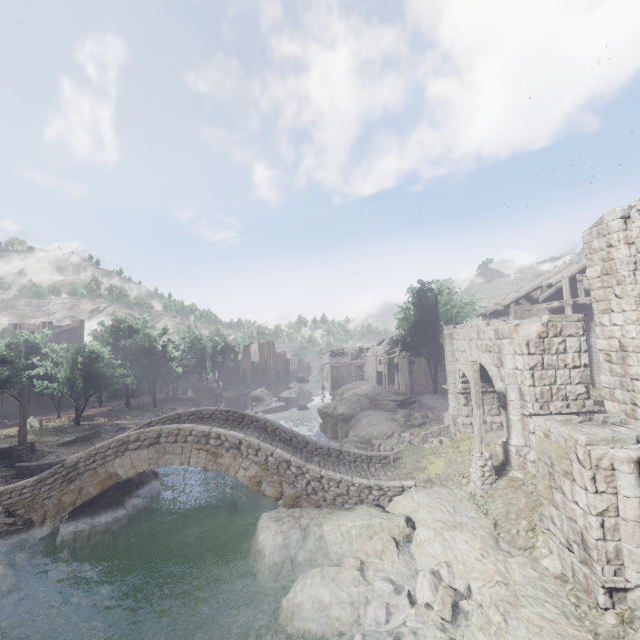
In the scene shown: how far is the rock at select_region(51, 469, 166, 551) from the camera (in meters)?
13.51

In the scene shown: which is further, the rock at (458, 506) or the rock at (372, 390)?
the rock at (372, 390)

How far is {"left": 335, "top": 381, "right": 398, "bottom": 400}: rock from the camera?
34.4m

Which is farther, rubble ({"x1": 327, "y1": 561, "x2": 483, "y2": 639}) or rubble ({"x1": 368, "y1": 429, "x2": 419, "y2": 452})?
rubble ({"x1": 368, "y1": 429, "x2": 419, "y2": 452})

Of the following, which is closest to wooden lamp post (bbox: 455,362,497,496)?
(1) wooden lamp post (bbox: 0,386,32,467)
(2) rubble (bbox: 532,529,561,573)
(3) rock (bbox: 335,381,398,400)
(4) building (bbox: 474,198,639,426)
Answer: (2) rubble (bbox: 532,529,561,573)

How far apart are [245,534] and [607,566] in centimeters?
1249cm

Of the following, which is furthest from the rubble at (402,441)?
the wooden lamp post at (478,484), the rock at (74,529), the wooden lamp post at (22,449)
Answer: the wooden lamp post at (22,449)

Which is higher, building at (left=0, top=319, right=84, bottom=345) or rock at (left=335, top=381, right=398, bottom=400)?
building at (left=0, top=319, right=84, bottom=345)
